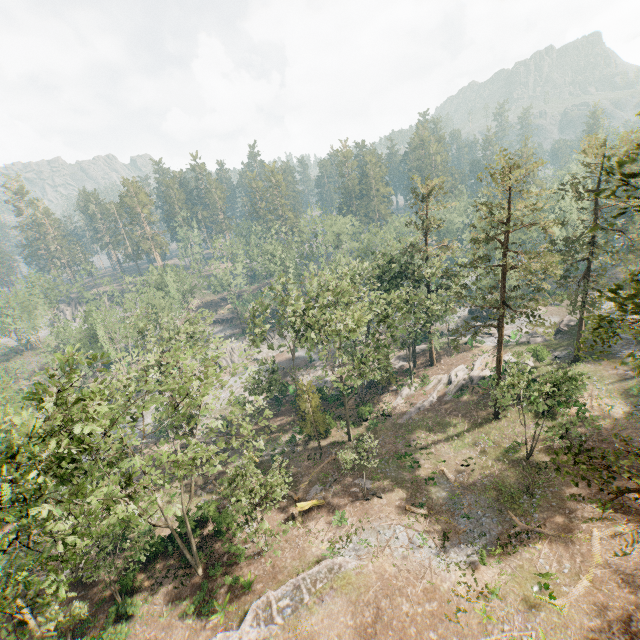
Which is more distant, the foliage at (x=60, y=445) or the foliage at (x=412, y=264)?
the foliage at (x=412, y=264)

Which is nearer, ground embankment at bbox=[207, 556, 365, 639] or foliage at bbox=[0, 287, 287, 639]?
foliage at bbox=[0, 287, 287, 639]

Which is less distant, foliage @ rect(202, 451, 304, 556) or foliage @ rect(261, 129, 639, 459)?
foliage @ rect(202, 451, 304, 556)

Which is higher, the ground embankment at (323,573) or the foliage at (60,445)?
the foliage at (60,445)

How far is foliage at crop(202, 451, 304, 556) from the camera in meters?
23.0

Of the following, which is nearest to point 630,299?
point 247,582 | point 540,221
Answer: point 540,221
